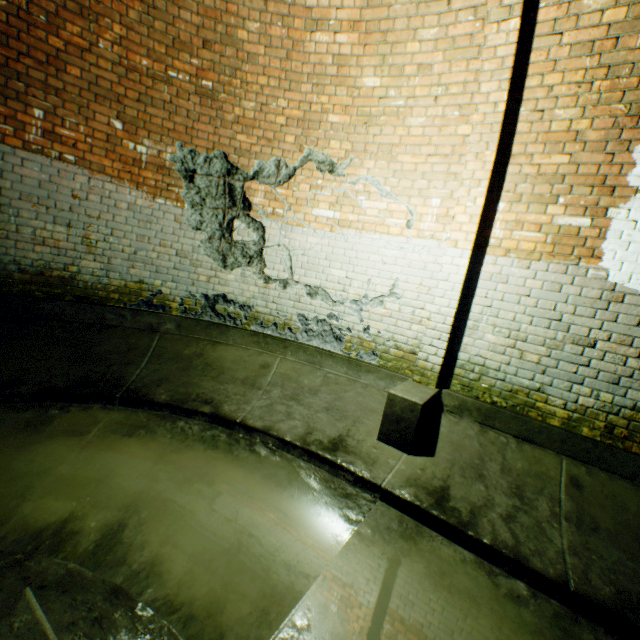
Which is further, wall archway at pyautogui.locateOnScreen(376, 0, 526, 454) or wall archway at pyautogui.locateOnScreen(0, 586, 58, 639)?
wall archway at pyautogui.locateOnScreen(376, 0, 526, 454)

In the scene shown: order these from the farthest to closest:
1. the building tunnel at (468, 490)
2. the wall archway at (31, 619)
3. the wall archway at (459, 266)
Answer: the wall archway at (459, 266) < the building tunnel at (468, 490) < the wall archway at (31, 619)

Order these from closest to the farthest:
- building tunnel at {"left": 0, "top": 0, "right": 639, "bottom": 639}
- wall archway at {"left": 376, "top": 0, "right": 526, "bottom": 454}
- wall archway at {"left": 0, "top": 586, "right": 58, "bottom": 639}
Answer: wall archway at {"left": 0, "top": 586, "right": 58, "bottom": 639}, building tunnel at {"left": 0, "top": 0, "right": 639, "bottom": 639}, wall archway at {"left": 376, "top": 0, "right": 526, "bottom": 454}

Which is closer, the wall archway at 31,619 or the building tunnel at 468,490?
the wall archway at 31,619

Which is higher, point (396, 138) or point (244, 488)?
point (396, 138)

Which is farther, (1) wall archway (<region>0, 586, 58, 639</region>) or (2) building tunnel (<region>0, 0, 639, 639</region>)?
(2) building tunnel (<region>0, 0, 639, 639</region>)
